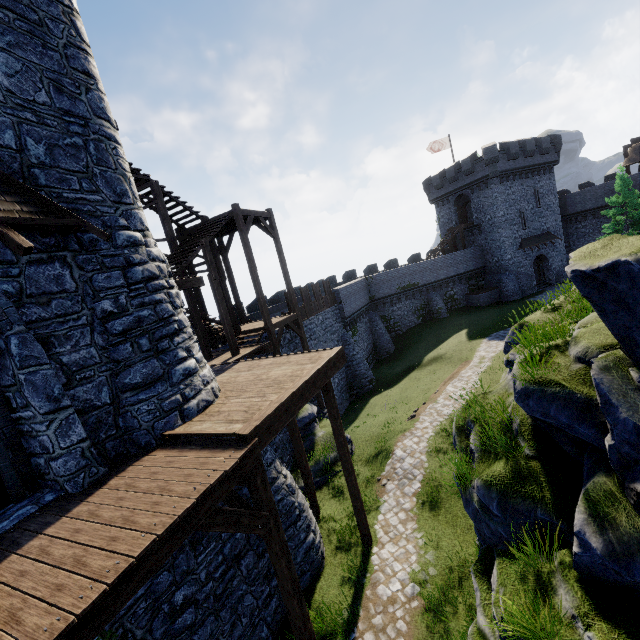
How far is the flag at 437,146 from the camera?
39.8 meters

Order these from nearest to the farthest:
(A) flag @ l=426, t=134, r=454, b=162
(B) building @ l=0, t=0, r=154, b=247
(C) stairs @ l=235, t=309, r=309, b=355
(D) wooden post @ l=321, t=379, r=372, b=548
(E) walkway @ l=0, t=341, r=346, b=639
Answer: (E) walkway @ l=0, t=341, r=346, b=639
(B) building @ l=0, t=0, r=154, b=247
(D) wooden post @ l=321, t=379, r=372, b=548
(C) stairs @ l=235, t=309, r=309, b=355
(A) flag @ l=426, t=134, r=454, b=162

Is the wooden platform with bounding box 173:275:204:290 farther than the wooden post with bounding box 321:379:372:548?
Yes

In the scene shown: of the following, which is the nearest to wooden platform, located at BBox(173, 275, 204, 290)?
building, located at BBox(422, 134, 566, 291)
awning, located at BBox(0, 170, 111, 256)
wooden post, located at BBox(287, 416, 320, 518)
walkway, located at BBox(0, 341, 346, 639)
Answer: walkway, located at BBox(0, 341, 346, 639)

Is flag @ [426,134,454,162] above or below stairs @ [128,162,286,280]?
above

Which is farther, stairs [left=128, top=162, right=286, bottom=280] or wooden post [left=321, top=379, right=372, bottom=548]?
stairs [left=128, top=162, right=286, bottom=280]

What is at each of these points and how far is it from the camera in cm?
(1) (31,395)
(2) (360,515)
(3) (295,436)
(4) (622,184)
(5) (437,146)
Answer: (1) building, 534
(2) wooden post, 962
(3) wooden post, 1092
(4) tree, 3044
(5) flag, 4003

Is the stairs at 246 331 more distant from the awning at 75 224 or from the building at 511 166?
the building at 511 166
